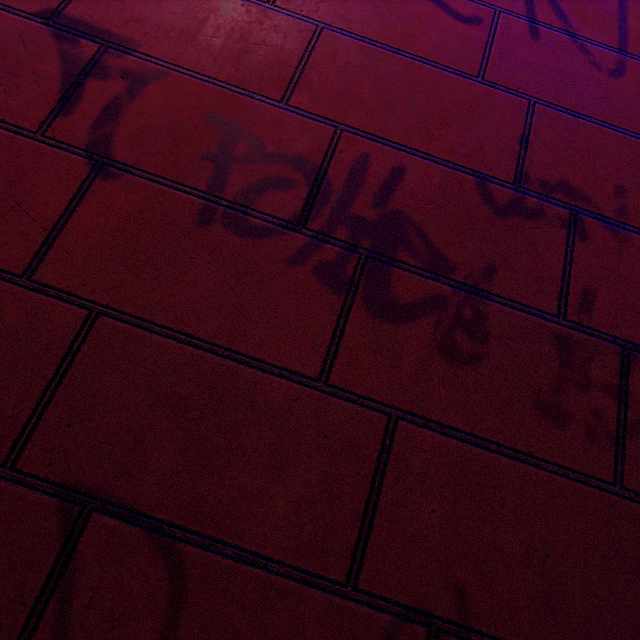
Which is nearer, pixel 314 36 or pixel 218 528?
pixel 218 528
